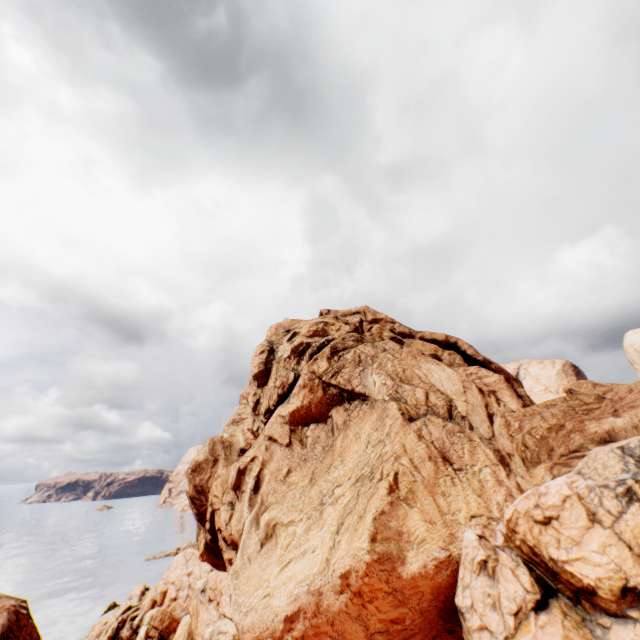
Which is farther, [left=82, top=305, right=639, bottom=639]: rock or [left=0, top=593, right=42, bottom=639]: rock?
[left=0, top=593, right=42, bottom=639]: rock

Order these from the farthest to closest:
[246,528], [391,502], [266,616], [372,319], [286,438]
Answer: [372,319] → [286,438] → [246,528] → [391,502] → [266,616]

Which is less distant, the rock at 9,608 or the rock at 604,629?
the rock at 604,629
